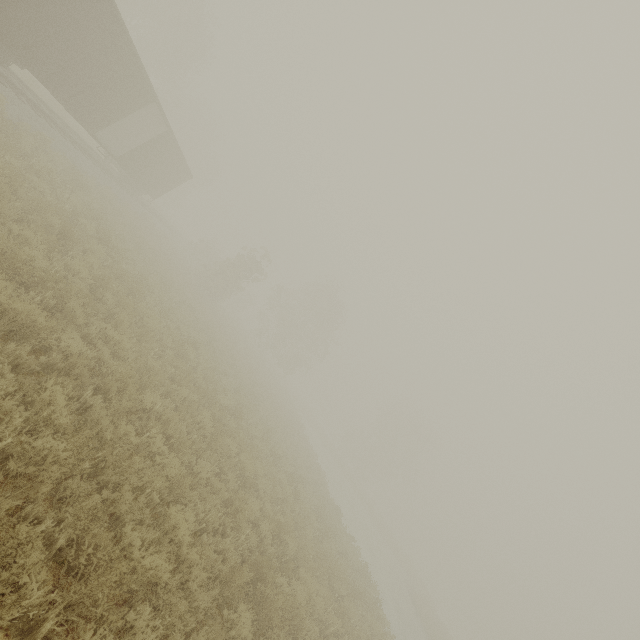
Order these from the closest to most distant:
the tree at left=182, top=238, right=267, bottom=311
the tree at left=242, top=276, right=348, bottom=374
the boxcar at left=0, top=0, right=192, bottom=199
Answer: the boxcar at left=0, top=0, right=192, bottom=199
the tree at left=182, top=238, right=267, bottom=311
the tree at left=242, top=276, right=348, bottom=374

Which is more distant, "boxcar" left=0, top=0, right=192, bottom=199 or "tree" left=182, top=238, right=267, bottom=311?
"tree" left=182, top=238, right=267, bottom=311

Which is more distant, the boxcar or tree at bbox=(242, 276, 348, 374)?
tree at bbox=(242, 276, 348, 374)

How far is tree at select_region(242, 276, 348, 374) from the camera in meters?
41.2 m

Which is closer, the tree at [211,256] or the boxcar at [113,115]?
the boxcar at [113,115]

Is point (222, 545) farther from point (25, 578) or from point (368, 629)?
point (368, 629)

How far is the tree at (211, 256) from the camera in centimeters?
2909cm

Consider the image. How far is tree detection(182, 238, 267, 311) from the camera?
29.09m
